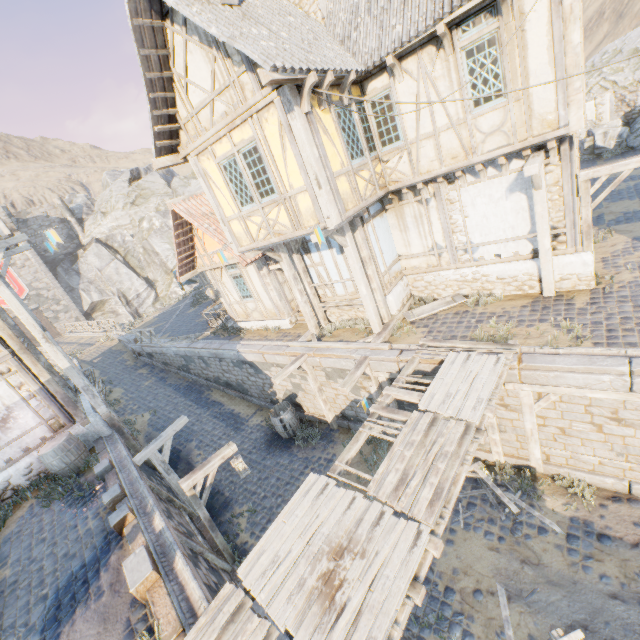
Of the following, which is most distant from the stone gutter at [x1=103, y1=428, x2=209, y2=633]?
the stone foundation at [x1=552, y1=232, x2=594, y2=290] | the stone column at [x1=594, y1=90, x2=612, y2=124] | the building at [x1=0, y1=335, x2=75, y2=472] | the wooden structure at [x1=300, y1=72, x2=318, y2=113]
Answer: the stone column at [x1=594, y1=90, x2=612, y2=124]

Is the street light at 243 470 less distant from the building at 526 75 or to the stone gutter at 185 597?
the stone gutter at 185 597

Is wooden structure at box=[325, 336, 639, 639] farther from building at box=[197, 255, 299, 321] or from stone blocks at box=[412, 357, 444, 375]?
building at box=[197, 255, 299, 321]

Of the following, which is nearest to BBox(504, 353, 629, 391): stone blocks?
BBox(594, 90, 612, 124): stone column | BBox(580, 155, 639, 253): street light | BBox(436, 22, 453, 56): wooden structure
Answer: BBox(580, 155, 639, 253): street light

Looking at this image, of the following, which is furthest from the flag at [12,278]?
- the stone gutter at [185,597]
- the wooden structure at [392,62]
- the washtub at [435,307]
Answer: the washtub at [435,307]

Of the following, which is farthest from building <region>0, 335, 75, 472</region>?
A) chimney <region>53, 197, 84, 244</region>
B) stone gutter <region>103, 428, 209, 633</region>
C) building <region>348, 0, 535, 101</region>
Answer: chimney <region>53, 197, 84, 244</region>

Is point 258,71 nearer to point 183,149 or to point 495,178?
point 183,149

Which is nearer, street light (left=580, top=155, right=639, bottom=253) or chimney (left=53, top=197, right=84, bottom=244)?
street light (left=580, top=155, right=639, bottom=253)
